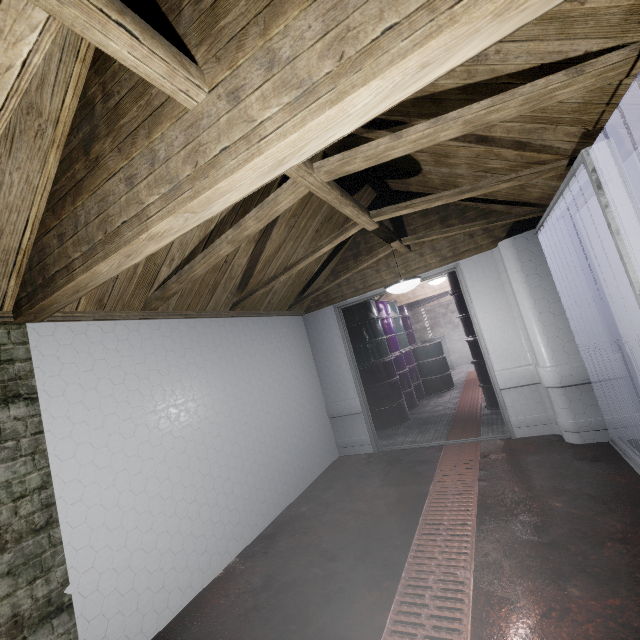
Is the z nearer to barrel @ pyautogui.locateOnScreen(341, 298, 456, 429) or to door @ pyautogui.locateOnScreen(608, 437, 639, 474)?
door @ pyautogui.locateOnScreen(608, 437, 639, 474)

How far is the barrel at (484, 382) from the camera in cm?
450

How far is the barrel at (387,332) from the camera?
5.1m

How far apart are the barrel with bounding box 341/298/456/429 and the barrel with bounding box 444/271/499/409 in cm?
129

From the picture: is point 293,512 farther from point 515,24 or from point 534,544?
point 515,24

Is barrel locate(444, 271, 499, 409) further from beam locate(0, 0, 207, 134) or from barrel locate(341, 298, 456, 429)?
beam locate(0, 0, 207, 134)

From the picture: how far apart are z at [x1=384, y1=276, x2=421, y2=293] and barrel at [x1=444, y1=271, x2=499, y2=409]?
1.8 meters

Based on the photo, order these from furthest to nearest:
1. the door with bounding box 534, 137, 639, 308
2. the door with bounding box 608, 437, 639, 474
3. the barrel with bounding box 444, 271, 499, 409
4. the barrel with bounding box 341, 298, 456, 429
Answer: the barrel with bounding box 341, 298, 456, 429, the barrel with bounding box 444, 271, 499, 409, the door with bounding box 608, 437, 639, 474, the door with bounding box 534, 137, 639, 308
